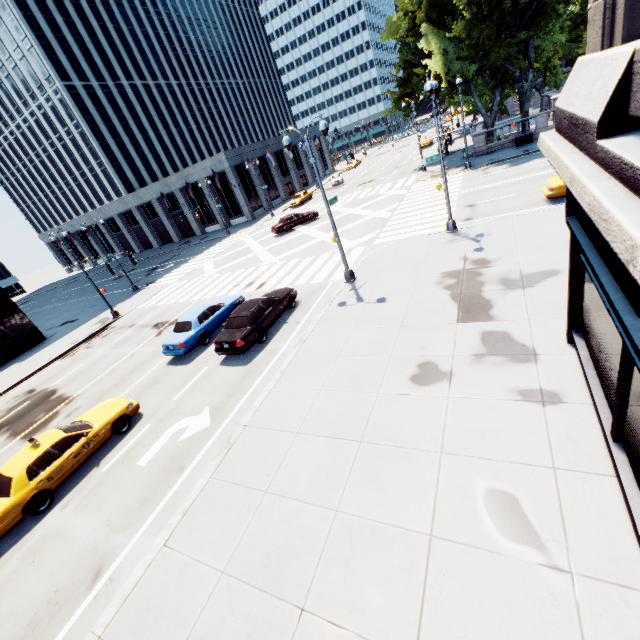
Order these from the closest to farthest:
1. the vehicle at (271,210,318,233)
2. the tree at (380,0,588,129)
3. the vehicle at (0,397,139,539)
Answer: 1. the vehicle at (0,397,139,539)
2. the tree at (380,0,588,129)
3. the vehicle at (271,210,318,233)

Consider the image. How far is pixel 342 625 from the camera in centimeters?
507cm

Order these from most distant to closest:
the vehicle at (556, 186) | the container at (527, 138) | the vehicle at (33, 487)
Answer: the container at (527, 138) → the vehicle at (556, 186) → the vehicle at (33, 487)

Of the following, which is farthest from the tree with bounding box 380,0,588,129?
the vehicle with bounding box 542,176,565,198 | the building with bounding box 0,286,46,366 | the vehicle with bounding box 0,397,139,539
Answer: the building with bounding box 0,286,46,366

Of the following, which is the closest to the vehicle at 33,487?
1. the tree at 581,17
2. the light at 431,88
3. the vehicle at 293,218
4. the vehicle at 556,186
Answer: the light at 431,88

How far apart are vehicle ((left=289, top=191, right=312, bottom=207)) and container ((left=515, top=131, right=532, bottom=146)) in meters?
26.1

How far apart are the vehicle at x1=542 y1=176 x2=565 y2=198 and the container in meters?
16.9 m

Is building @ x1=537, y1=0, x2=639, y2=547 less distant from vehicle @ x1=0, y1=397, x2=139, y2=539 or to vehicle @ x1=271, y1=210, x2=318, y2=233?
vehicle @ x1=0, y1=397, x2=139, y2=539
